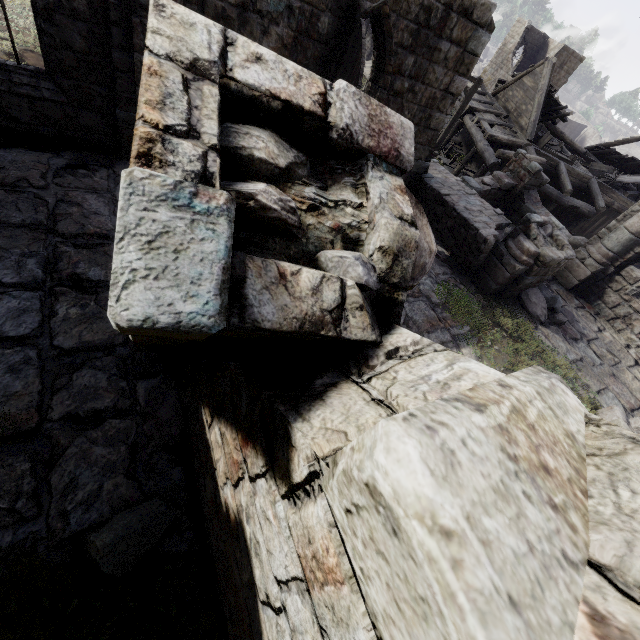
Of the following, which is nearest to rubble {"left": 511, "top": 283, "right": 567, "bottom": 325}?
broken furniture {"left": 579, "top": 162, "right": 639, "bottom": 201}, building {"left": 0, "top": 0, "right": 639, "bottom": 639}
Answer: building {"left": 0, "top": 0, "right": 639, "bottom": 639}

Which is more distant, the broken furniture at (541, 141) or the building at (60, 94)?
the broken furniture at (541, 141)

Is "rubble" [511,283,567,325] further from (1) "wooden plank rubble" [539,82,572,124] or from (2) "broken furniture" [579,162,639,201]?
(1) "wooden plank rubble" [539,82,572,124]

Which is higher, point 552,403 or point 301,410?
point 552,403

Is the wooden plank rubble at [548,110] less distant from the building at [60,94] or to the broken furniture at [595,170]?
the building at [60,94]

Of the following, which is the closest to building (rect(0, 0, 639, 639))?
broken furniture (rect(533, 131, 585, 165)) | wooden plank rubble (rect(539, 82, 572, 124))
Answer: wooden plank rubble (rect(539, 82, 572, 124))

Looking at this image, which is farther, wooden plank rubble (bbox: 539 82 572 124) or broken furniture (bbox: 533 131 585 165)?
wooden plank rubble (bbox: 539 82 572 124)

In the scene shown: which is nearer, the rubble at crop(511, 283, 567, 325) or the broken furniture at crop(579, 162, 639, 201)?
the rubble at crop(511, 283, 567, 325)
